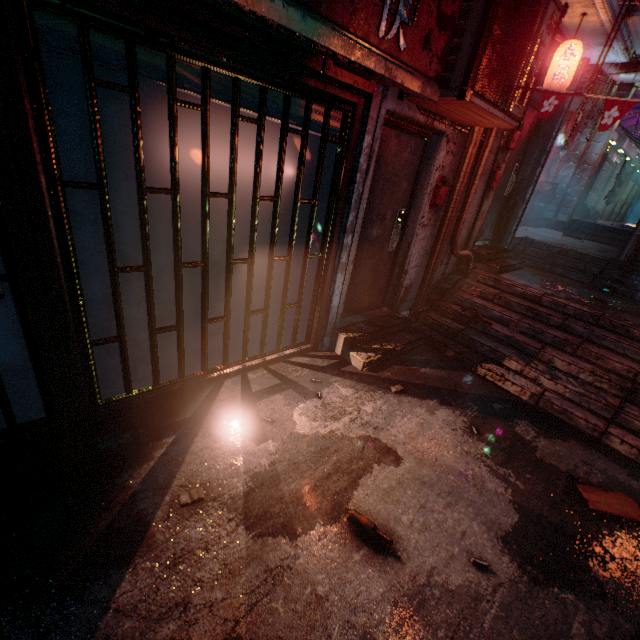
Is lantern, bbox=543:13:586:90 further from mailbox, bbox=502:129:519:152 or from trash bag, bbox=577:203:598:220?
trash bag, bbox=577:203:598:220

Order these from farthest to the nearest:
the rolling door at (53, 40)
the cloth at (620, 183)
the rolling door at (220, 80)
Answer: the cloth at (620, 183) < the rolling door at (220, 80) < the rolling door at (53, 40)

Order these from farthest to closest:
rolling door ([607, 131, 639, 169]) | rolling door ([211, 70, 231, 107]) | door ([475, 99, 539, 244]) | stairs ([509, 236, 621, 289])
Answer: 1. rolling door ([607, 131, 639, 169])
2. stairs ([509, 236, 621, 289])
3. door ([475, 99, 539, 244])
4. rolling door ([211, 70, 231, 107])

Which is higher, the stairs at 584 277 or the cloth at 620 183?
the cloth at 620 183

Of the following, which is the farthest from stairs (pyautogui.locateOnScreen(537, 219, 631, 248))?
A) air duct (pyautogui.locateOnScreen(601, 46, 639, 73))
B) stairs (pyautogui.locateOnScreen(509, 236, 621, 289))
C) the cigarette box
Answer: the cigarette box

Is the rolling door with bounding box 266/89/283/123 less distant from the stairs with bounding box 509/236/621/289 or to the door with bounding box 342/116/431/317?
the door with bounding box 342/116/431/317

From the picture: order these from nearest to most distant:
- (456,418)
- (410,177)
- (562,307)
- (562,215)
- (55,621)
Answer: (55,621) → (456,418) → (410,177) → (562,307) → (562,215)

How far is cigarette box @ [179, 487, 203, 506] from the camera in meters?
1.8
